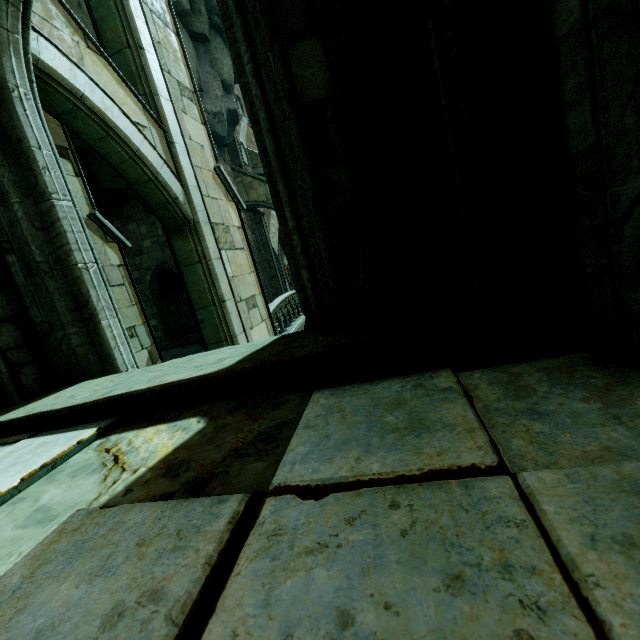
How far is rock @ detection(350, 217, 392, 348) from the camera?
2.54m

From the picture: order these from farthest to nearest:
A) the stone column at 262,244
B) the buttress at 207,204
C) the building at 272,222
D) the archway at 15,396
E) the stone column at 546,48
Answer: the building at 272,222
the stone column at 262,244
the buttress at 207,204
the archway at 15,396
the stone column at 546,48

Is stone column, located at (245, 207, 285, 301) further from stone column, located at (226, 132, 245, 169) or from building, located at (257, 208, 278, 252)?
stone column, located at (226, 132, 245, 169)

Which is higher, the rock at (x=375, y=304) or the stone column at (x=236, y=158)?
the stone column at (x=236, y=158)

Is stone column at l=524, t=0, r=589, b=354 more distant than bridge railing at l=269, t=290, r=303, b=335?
No

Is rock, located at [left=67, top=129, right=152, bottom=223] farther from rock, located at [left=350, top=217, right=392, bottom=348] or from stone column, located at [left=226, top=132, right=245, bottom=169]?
rock, located at [left=350, top=217, right=392, bottom=348]

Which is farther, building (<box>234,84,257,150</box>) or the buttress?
building (<box>234,84,257,150</box>)

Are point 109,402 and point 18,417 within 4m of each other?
yes
